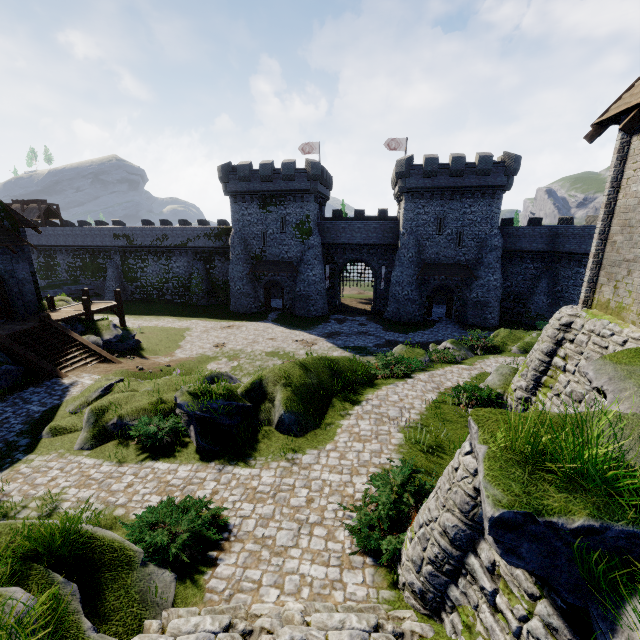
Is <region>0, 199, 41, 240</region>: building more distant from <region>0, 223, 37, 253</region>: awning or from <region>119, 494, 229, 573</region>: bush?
<region>119, 494, 229, 573</region>: bush

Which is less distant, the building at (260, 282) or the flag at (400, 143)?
the building at (260, 282)

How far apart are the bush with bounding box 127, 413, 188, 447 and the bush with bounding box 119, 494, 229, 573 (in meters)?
3.27

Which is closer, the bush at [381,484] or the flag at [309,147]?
the bush at [381,484]

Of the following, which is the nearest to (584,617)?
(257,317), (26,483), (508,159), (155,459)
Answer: (155,459)

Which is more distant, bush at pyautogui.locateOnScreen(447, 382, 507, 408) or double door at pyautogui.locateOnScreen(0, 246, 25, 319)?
double door at pyautogui.locateOnScreen(0, 246, 25, 319)

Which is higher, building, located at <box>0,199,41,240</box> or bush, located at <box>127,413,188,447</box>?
building, located at <box>0,199,41,240</box>

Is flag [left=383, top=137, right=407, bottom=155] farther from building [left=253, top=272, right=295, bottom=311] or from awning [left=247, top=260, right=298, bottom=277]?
awning [left=247, top=260, right=298, bottom=277]
